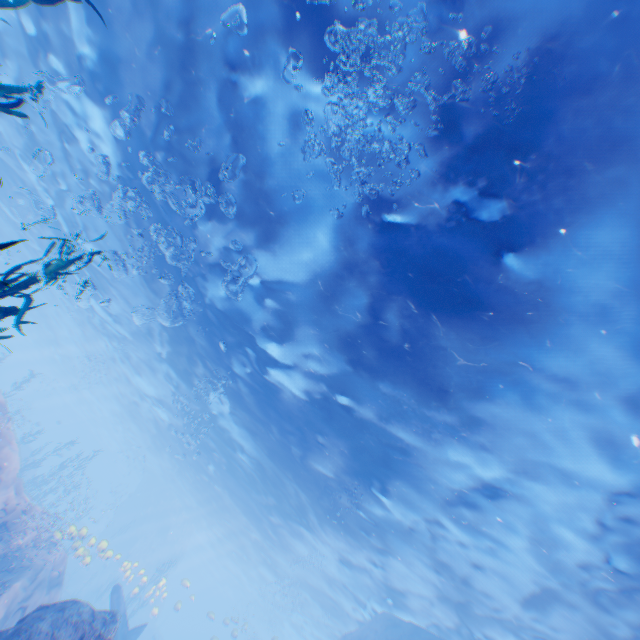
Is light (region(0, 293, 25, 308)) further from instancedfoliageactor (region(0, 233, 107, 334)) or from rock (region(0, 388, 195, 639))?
instancedfoliageactor (region(0, 233, 107, 334))

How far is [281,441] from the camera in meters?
16.5

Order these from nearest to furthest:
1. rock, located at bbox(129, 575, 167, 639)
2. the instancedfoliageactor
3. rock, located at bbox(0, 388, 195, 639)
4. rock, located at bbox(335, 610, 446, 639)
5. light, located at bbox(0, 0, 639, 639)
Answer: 1. the instancedfoliageactor
2. light, located at bbox(0, 0, 639, 639)
3. rock, located at bbox(0, 388, 195, 639)
4. rock, located at bbox(335, 610, 446, 639)
5. rock, located at bbox(129, 575, 167, 639)

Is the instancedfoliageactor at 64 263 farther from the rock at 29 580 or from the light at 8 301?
the light at 8 301

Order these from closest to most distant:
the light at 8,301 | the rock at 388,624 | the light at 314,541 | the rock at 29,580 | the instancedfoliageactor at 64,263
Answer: the instancedfoliageactor at 64,263 → the light at 314,541 → the rock at 29,580 → the rock at 388,624 → the light at 8,301

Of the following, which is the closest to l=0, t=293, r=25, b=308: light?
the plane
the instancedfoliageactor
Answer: the plane
